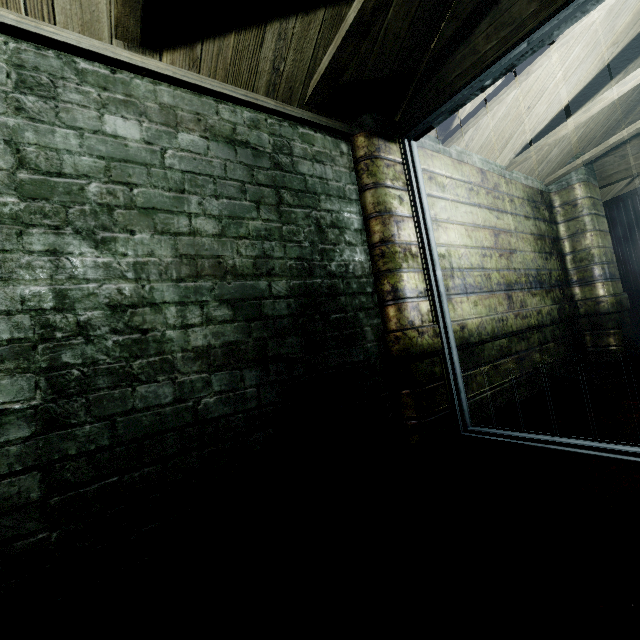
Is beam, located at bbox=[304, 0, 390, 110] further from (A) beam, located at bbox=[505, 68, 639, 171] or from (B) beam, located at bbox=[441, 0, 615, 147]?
(A) beam, located at bbox=[505, 68, 639, 171]

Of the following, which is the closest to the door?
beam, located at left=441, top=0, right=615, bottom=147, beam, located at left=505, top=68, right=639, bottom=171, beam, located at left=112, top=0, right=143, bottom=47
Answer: beam, located at left=505, top=68, right=639, bottom=171

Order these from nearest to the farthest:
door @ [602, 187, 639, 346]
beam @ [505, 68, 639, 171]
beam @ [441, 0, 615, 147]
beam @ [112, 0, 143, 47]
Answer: beam @ [112, 0, 143, 47]
beam @ [441, 0, 615, 147]
beam @ [505, 68, 639, 171]
door @ [602, 187, 639, 346]

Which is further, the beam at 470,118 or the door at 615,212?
the door at 615,212

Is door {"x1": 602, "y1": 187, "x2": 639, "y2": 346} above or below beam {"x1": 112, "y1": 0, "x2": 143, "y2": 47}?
below

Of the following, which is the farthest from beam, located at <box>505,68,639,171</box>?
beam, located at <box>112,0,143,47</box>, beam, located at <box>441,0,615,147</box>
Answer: beam, located at <box>112,0,143,47</box>

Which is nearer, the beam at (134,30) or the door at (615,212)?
the beam at (134,30)

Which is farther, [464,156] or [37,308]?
[464,156]
